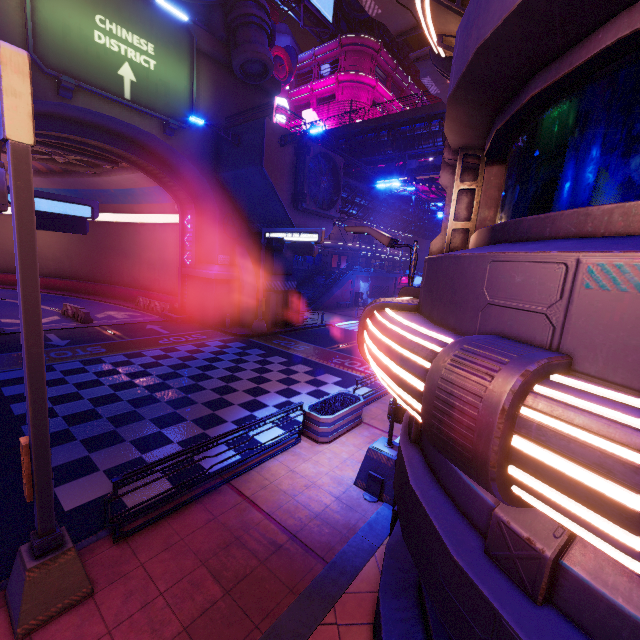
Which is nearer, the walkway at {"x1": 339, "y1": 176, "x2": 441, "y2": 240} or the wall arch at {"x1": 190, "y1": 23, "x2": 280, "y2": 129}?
the wall arch at {"x1": 190, "y1": 23, "x2": 280, "y2": 129}

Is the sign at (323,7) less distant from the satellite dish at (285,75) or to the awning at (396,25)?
the satellite dish at (285,75)

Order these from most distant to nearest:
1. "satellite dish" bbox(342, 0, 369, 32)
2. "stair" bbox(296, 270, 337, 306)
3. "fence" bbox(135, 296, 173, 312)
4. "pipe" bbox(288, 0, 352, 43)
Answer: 1. "pipe" bbox(288, 0, 352, 43)
2. "satellite dish" bbox(342, 0, 369, 32)
3. "stair" bbox(296, 270, 337, 306)
4. "fence" bbox(135, 296, 173, 312)

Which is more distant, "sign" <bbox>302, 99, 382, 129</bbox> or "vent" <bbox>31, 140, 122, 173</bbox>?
"sign" <bbox>302, 99, 382, 129</bbox>

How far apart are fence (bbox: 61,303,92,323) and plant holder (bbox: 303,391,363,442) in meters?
21.4

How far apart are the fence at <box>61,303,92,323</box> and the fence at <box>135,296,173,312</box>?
4.9 meters

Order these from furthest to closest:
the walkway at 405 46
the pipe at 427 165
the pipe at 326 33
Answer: the walkway at 405 46
the pipe at 326 33
the pipe at 427 165

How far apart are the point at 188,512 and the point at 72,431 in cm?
533
